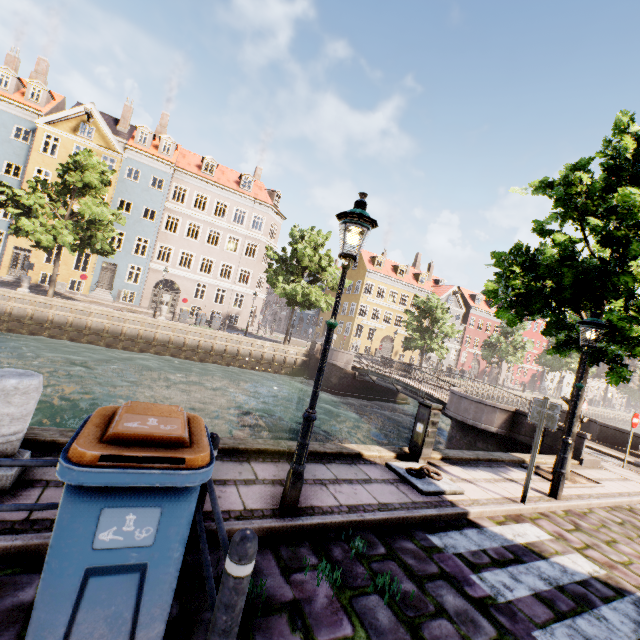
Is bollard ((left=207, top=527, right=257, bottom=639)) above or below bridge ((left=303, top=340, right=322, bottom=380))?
above

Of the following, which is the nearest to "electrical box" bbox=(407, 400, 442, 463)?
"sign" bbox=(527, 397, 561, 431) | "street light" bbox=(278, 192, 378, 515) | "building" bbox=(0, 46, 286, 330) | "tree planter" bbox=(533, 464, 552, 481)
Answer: "sign" bbox=(527, 397, 561, 431)

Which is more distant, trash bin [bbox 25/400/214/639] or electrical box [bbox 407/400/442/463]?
electrical box [bbox 407/400/442/463]

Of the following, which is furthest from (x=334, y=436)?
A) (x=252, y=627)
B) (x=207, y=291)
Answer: (x=207, y=291)

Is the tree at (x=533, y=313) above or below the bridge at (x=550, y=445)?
above

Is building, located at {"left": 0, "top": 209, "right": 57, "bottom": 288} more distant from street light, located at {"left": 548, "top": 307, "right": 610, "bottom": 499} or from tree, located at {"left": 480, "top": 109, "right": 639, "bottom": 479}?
tree, located at {"left": 480, "top": 109, "right": 639, "bottom": 479}

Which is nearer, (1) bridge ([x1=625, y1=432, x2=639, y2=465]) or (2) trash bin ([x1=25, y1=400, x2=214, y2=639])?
(2) trash bin ([x1=25, y1=400, x2=214, y2=639])

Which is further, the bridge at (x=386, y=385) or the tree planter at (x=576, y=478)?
the bridge at (x=386, y=385)
